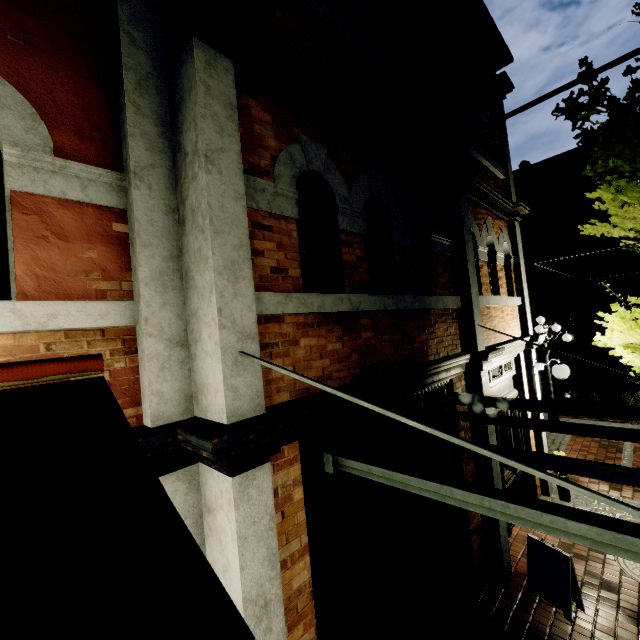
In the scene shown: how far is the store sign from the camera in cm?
407

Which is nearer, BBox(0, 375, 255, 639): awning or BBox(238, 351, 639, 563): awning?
BBox(0, 375, 255, 639): awning

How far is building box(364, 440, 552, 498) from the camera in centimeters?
382cm

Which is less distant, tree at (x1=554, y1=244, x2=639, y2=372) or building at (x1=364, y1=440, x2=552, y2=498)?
building at (x1=364, y1=440, x2=552, y2=498)

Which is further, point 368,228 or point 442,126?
point 442,126

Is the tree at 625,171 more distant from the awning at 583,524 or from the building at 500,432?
the awning at 583,524

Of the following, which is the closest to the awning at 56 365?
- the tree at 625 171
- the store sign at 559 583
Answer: the tree at 625 171

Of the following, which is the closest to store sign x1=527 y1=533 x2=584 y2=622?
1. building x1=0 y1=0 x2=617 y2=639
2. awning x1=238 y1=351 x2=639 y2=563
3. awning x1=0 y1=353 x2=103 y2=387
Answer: building x1=0 y1=0 x2=617 y2=639
